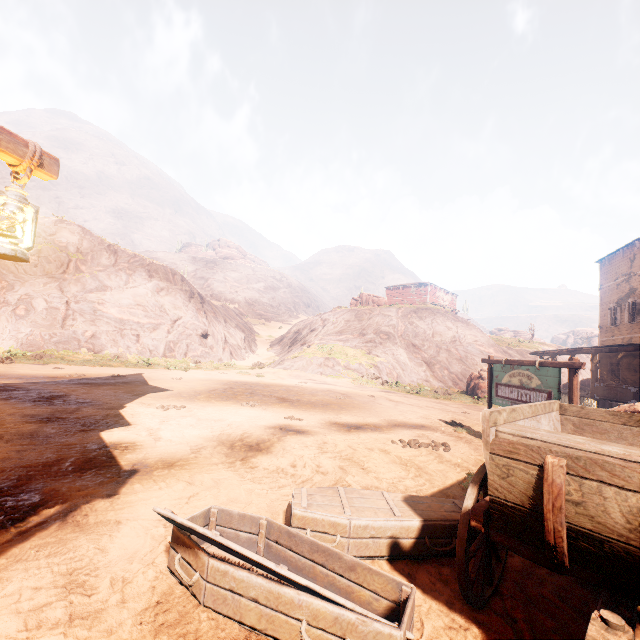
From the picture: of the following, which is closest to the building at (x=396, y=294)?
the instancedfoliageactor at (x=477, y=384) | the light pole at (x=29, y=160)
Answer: the light pole at (x=29, y=160)

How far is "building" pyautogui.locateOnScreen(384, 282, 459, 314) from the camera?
49.41m

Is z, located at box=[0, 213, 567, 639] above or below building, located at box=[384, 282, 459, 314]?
below

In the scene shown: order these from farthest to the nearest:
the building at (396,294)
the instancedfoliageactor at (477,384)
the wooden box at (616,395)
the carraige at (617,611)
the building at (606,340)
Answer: the building at (396,294), the instancedfoliageactor at (477,384), the building at (606,340), the wooden box at (616,395), the carraige at (617,611)

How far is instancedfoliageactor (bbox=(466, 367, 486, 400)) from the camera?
19.9 meters

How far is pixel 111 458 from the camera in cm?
513

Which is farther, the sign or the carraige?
the sign
